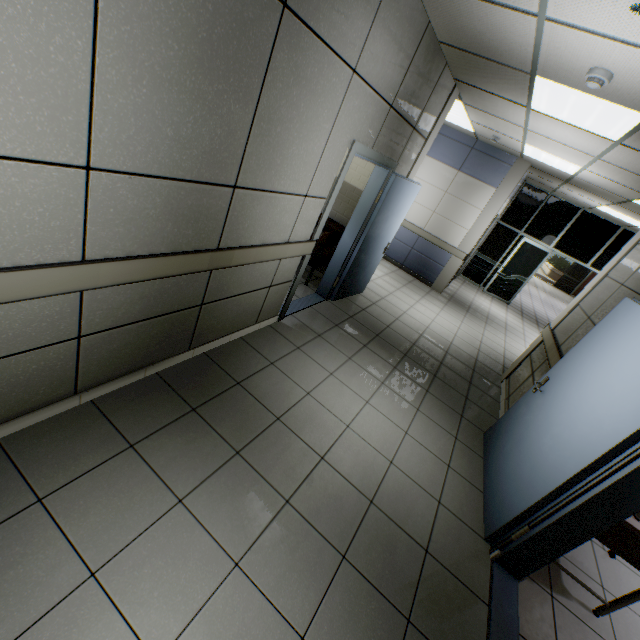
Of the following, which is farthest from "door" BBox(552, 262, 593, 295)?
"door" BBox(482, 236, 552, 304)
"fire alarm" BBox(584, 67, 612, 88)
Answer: "fire alarm" BBox(584, 67, 612, 88)

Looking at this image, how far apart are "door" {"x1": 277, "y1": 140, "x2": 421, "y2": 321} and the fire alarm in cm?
179

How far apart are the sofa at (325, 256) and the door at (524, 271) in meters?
6.7 m

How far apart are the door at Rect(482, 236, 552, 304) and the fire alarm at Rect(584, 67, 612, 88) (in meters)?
8.13

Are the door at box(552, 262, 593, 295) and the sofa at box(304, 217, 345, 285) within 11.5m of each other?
no

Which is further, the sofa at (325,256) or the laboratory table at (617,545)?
the sofa at (325,256)

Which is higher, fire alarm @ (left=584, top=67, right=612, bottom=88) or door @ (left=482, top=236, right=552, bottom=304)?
fire alarm @ (left=584, top=67, right=612, bottom=88)

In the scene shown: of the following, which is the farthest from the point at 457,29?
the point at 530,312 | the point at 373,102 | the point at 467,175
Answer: the point at 530,312
